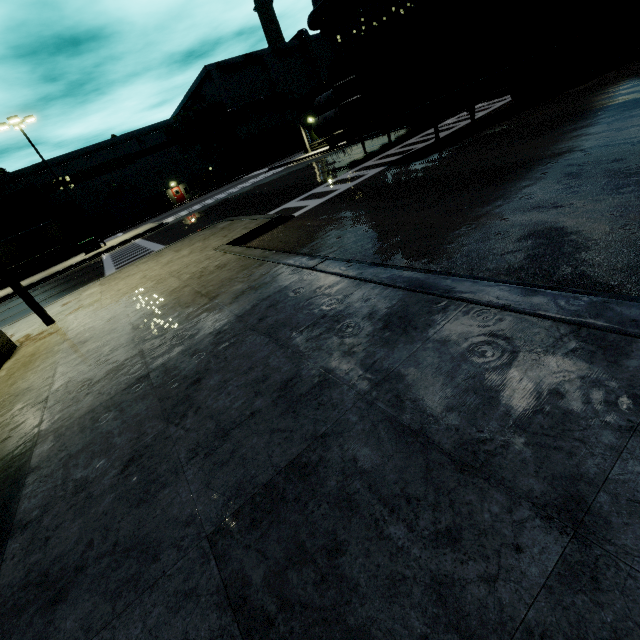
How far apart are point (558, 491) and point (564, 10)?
15.3m

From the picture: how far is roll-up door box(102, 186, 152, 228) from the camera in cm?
4703

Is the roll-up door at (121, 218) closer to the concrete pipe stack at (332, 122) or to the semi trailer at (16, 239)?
the semi trailer at (16, 239)

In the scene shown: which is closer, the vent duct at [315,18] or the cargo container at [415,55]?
the cargo container at [415,55]

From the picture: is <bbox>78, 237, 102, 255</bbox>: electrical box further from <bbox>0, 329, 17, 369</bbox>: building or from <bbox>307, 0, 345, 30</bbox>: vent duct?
<bbox>307, 0, 345, 30</bbox>: vent duct

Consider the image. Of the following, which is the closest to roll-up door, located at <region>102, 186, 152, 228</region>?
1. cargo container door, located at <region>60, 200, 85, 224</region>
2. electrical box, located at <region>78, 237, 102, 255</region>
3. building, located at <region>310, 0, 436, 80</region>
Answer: building, located at <region>310, 0, 436, 80</region>

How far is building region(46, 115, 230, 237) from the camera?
43.91m

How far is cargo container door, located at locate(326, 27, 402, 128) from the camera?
9.0m
